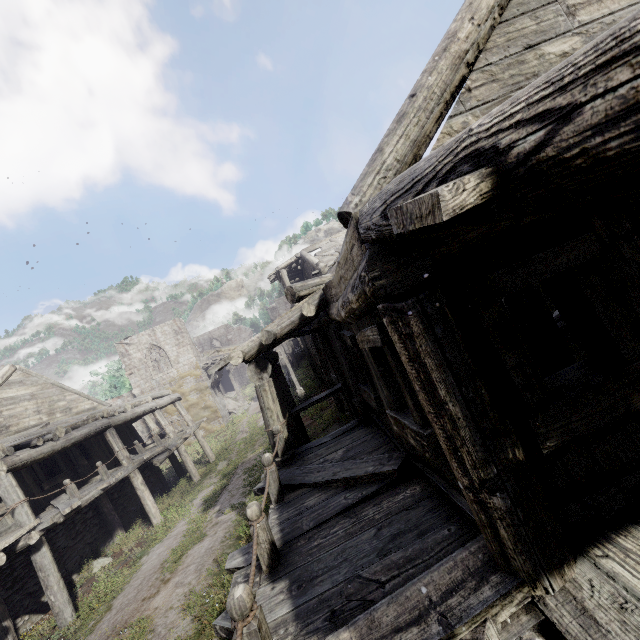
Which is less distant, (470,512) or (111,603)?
(470,512)
